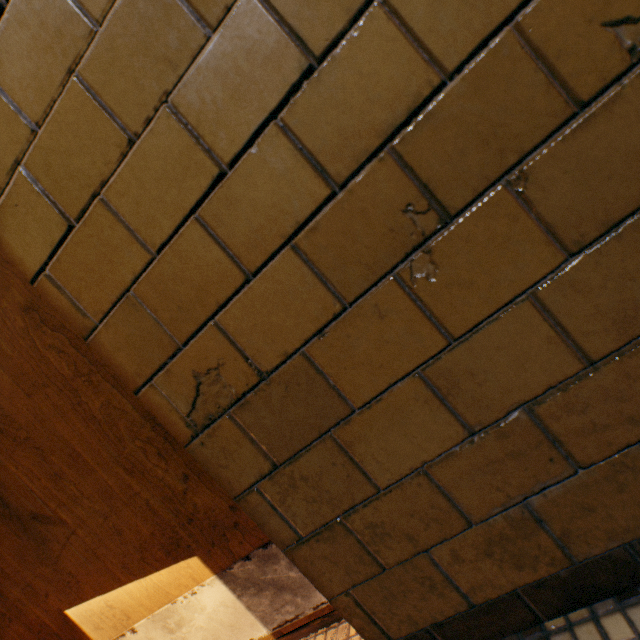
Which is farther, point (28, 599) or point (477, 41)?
point (28, 599)
